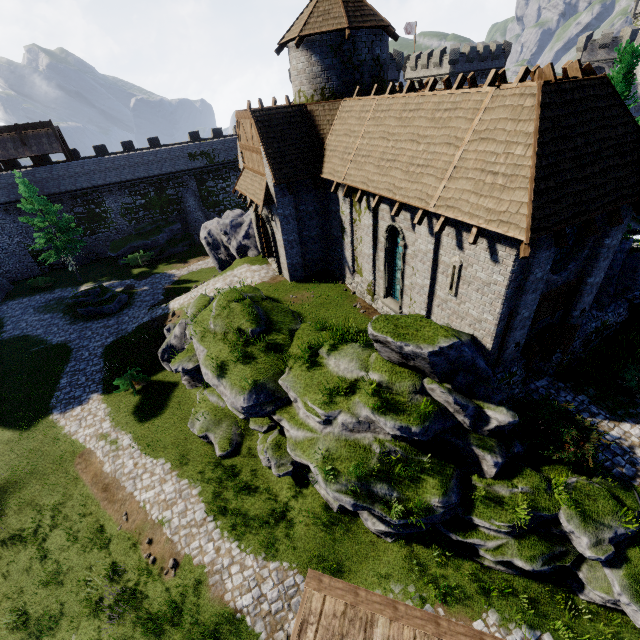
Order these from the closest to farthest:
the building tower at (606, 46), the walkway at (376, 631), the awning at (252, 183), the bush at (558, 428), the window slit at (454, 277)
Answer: the walkway at (376, 631)
the bush at (558, 428)
the window slit at (454, 277)
the awning at (252, 183)
the building tower at (606, 46)

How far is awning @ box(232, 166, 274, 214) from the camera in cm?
1730

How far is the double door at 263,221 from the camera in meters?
19.5 m

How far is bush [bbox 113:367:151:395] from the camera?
18.8m

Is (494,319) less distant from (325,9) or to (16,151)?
(325,9)

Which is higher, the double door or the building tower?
the building tower

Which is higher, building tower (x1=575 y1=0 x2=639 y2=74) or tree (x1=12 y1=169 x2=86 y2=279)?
building tower (x1=575 y1=0 x2=639 y2=74)

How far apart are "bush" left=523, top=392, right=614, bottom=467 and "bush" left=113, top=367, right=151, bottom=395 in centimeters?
1932cm
